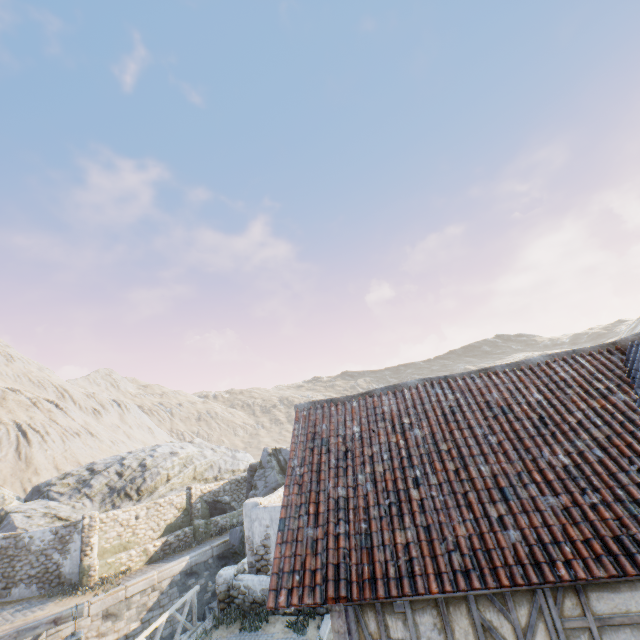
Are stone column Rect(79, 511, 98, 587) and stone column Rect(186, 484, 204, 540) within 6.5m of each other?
yes

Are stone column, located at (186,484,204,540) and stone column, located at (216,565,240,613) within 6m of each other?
no

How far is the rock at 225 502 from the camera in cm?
2227

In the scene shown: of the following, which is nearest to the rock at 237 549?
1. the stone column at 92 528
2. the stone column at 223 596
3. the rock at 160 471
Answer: the rock at 160 471

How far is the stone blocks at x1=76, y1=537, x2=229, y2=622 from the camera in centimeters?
1378cm

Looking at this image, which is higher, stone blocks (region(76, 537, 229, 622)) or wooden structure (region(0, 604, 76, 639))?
wooden structure (region(0, 604, 76, 639))

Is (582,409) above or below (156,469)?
above

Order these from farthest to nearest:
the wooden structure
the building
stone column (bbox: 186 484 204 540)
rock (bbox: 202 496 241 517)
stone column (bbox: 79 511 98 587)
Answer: rock (bbox: 202 496 241 517)
stone column (bbox: 186 484 204 540)
stone column (bbox: 79 511 98 587)
the wooden structure
the building
